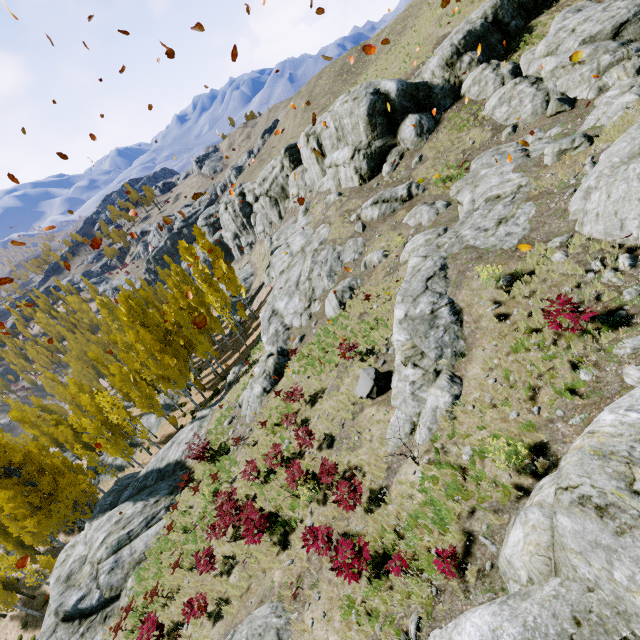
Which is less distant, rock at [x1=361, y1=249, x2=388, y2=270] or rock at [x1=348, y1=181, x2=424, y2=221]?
rock at [x1=361, y1=249, x2=388, y2=270]

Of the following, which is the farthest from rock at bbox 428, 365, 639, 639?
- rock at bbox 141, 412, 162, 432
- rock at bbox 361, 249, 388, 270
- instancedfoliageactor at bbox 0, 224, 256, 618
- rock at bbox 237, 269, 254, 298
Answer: rock at bbox 141, 412, 162, 432

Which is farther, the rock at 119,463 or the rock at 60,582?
the rock at 119,463

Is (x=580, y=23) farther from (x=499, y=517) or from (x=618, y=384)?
(x=499, y=517)

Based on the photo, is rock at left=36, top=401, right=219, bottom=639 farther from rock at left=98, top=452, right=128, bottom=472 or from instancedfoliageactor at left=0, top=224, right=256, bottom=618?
rock at left=98, top=452, right=128, bottom=472

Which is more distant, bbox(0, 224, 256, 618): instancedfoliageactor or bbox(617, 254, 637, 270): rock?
bbox(0, 224, 256, 618): instancedfoliageactor

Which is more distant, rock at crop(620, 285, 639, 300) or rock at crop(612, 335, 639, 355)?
rock at crop(620, 285, 639, 300)

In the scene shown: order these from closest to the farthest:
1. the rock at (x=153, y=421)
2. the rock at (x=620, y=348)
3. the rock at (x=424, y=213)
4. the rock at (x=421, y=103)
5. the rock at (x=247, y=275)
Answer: the rock at (x=620, y=348), the rock at (x=421, y=103), the rock at (x=424, y=213), the rock at (x=153, y=421), the rock at (x=247, y=275)
